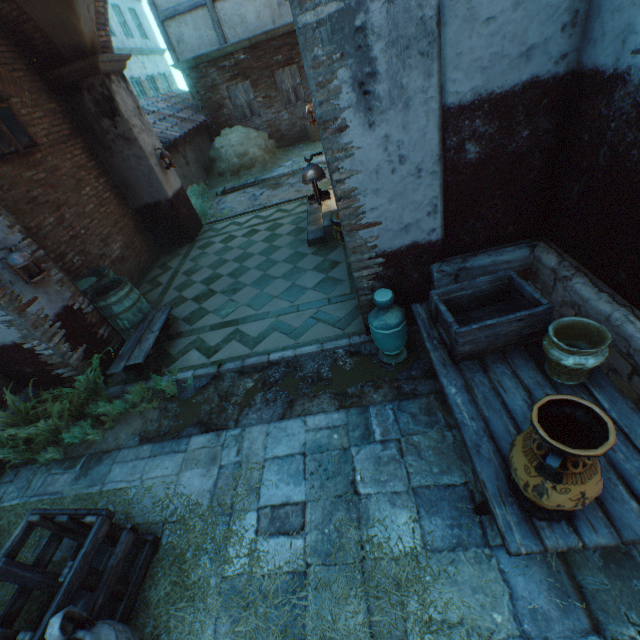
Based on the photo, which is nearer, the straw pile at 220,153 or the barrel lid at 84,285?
the barrel lid at 84,285

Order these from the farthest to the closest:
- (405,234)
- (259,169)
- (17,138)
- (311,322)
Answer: (259,169) < (17,138) < (311,322) < (405,234)

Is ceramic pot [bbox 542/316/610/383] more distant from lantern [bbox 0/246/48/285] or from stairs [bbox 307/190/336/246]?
lantern [bbox 0/246/48/285]

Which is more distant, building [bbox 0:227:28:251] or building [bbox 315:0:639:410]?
building [bbox 0:227:28:251]

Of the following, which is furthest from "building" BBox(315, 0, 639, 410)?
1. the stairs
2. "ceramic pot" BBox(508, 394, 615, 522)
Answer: "ceramic pot" BBox(508, 394, 615, 522)

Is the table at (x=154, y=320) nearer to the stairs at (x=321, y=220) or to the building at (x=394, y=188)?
the building at (x=394, y=188)

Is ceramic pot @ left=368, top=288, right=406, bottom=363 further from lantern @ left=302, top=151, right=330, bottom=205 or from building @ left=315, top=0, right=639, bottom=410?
lantern @ left=302, top=151, right=330, bottom=205

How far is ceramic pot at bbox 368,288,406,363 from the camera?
3.4 meters
